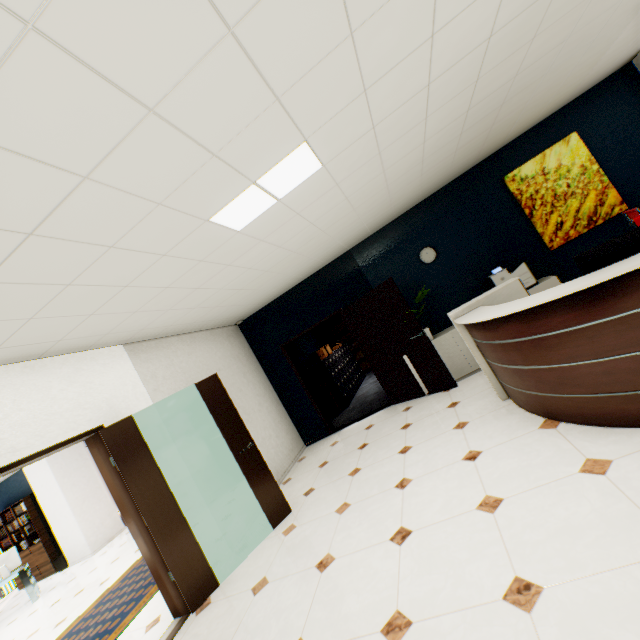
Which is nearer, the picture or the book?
the picture

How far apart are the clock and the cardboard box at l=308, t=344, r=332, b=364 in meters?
3.9 m

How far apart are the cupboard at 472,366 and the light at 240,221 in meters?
3.6

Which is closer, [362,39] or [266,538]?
[362,39]

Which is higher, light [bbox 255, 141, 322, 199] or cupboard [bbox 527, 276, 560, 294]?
light [bbox 255, 141, 322, 199]

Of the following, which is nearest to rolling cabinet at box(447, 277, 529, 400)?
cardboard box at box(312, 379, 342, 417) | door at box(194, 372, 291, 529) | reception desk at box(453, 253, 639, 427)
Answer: reception desk at box(453, 253, 639, 427)

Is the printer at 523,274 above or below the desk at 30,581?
above

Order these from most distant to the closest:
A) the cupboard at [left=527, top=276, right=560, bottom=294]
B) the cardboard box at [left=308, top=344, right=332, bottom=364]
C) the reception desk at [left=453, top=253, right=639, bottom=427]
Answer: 1. the cardboard box at [left=308, top=344, right=332, bottom=364]
2. the cupboard at [left=527, top=276, right=560, bottom=294]
3. the reception desk at [left=453, top=253, right=639, bottom=427]
